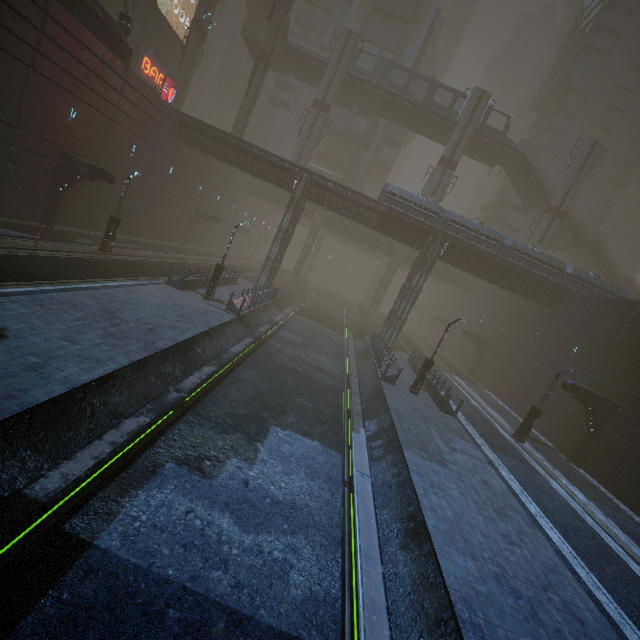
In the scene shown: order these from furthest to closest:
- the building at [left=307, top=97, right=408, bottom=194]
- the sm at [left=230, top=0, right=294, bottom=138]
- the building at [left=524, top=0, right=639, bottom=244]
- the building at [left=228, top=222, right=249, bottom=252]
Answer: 1. the building at [left=228, top=222, right=249, bottom=252]
2. the building at [left=307, top=97, right=408, bottom=194]
3. the building at [left=524, top=0, right=639, bottom=244]
4. the sm at [left=230, top=0, right=294, bottom=138]

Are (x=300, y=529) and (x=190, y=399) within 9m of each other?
yes

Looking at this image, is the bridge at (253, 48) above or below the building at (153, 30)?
above

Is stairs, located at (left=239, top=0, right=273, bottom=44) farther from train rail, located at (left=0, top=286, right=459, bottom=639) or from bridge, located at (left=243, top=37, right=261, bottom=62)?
train rail, located at (left=0, top=286, right=459, bottom=639)

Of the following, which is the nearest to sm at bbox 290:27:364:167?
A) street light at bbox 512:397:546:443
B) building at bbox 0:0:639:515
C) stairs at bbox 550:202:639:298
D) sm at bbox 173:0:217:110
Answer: building at bbox 0:0:639:515

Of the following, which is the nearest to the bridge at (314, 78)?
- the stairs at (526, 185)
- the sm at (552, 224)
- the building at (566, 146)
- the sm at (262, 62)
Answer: the sm at (262, 62)

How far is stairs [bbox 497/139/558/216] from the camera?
38.9m

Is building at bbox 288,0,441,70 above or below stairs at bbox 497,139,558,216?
above
